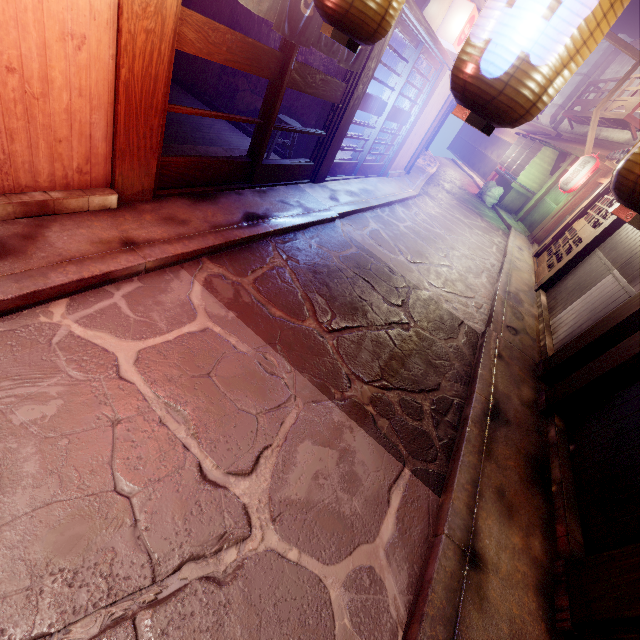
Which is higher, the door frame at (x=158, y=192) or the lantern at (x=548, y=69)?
the lantern at (x=548, y=69)

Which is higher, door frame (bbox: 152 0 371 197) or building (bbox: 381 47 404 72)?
building (bbox: 381 47 404 72)

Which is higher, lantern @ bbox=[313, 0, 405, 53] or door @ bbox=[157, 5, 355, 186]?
lantern @ bbox=[313, 0, 405, 53]

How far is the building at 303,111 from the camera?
10.61m

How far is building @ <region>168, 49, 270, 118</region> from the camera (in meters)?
11.43

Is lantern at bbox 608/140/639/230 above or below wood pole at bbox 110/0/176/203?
above

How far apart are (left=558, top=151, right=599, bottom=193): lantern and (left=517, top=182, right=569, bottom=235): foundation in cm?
525

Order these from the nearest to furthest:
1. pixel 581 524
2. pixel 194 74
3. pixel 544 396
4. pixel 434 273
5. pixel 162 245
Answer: pixel 581 524
pixel 162 245
pixel 544 396
pixel 434 273
pixel 194 74
